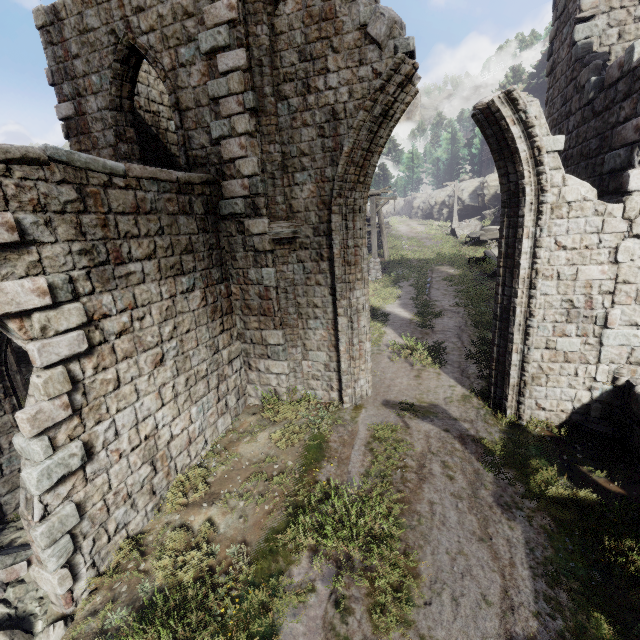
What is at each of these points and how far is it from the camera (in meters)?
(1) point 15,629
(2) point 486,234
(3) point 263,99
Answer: (1) rubble, 4.73
(2) cart, 24.03
(3) column, 7.12

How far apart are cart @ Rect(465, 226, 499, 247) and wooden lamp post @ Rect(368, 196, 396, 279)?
8.9 meters

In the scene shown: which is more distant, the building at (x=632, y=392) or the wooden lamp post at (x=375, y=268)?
the wooden lamp post at (x=375, y=268)

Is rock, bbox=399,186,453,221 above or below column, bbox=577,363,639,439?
above

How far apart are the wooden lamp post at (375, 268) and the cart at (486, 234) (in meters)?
8.93

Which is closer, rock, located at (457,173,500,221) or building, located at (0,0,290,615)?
building, located at (0,0,290,615)

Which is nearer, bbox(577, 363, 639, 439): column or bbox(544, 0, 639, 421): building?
bbox(544, 0, 639, 421): building

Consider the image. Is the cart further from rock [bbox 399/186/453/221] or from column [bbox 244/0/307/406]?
column [bbox 244/0/307/406]
